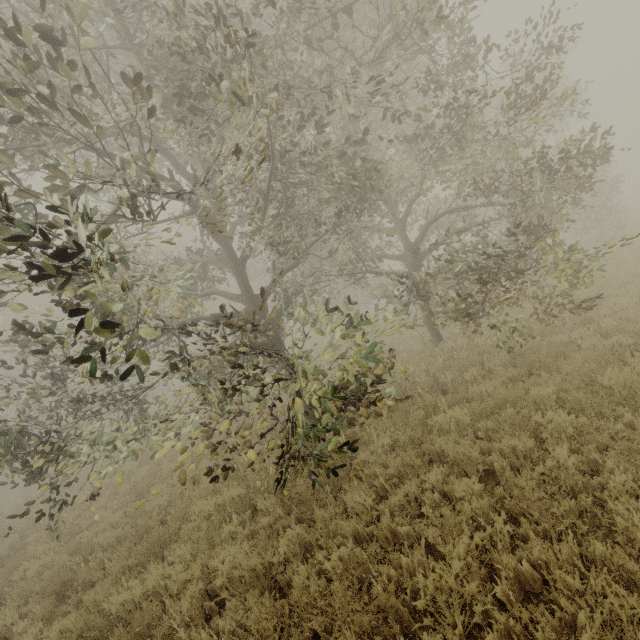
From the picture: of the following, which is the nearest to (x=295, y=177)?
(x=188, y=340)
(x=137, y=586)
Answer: (x=137, y=586)
